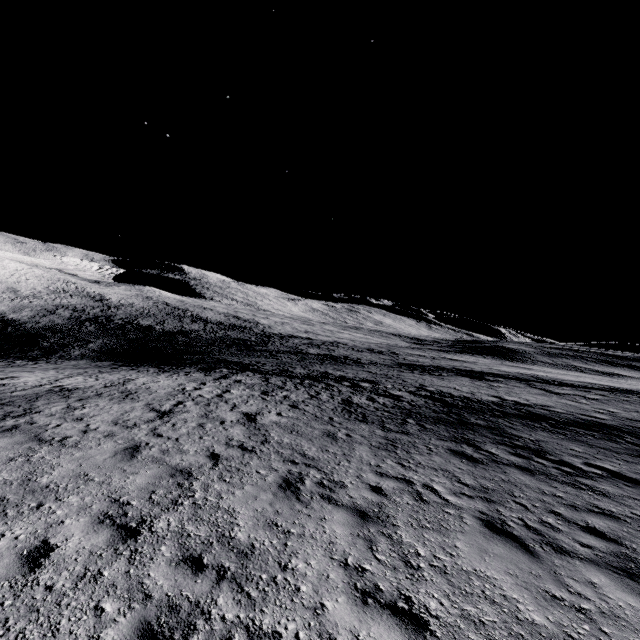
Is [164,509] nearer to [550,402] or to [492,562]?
[492,562]
